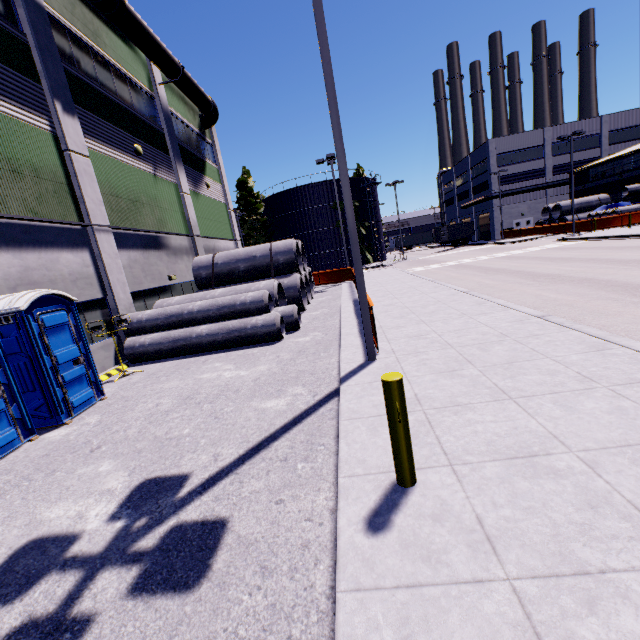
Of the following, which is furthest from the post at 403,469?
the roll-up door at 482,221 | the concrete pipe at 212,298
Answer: the roll-up door at 482,221

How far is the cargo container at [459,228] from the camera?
49.0m

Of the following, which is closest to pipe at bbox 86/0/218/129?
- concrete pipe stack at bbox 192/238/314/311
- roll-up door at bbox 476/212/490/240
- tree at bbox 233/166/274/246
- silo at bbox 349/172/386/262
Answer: tree at bbox 233/166/274/246

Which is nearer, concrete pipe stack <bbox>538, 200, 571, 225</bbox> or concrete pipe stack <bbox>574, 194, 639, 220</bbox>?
concrete pipe stack <bbox>574, 194, 639, 220</bbox>

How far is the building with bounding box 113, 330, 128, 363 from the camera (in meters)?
11.94

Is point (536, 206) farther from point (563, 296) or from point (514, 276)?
point (563, 296)

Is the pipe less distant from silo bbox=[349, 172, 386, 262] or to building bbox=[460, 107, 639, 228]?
building bbox=[460, 107, 639, 228]

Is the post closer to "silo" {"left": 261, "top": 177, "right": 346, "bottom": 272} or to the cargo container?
"silo" {"left": 261, "top": 177, "right": 346, "bottom": 272}
